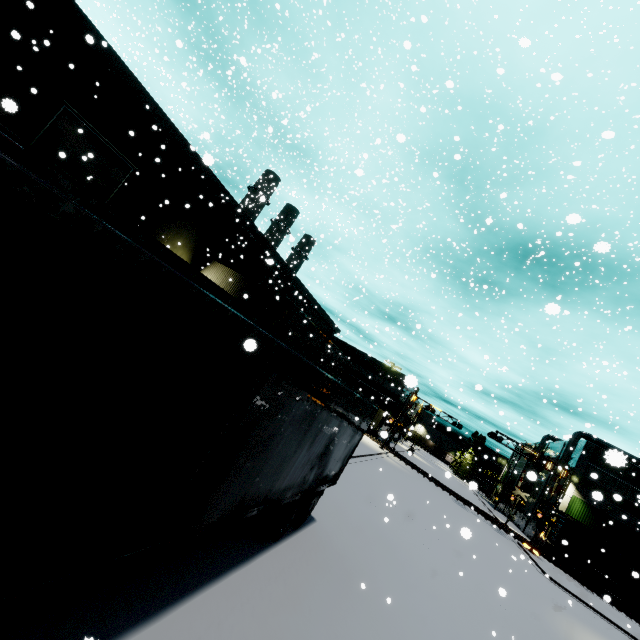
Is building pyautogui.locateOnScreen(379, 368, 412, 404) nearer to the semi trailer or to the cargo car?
the semi trailer

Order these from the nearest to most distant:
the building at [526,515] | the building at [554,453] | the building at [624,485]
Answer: the building at [624,485] → the building at [526,515] → the building at [554,453]

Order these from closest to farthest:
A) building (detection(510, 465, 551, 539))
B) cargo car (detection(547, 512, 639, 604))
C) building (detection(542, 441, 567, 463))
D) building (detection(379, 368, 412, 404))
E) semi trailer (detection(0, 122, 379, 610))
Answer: semi trailer (detection(0, 122, 379, 610)), building (detection(379, 368, 412, 404)), cargo car (detection(547, 512, 639, 604)), building (detection(510, 465, 551, 539)), building (detection(542, 441, 567, 463))

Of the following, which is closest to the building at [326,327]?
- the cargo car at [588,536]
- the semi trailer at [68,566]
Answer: the semi trailer at [68,566]

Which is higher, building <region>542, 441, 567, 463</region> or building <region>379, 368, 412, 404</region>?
building <region>542, 441, 567, 463</region>

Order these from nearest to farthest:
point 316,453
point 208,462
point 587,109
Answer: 1. point 208,462
2. point 316,453
3. point 587,109
